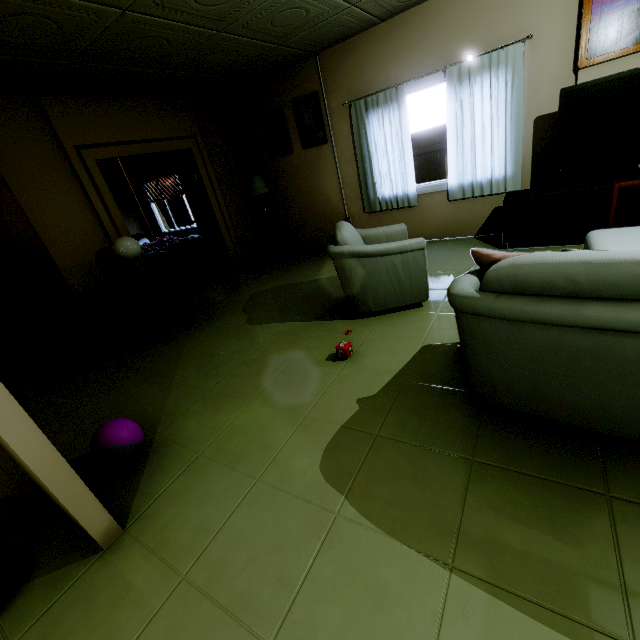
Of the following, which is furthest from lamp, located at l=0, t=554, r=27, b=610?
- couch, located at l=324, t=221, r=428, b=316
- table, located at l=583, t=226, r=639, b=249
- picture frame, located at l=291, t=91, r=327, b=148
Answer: picture frame, located at l=291, t=91, r=327, b=148

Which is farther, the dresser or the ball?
the dresser

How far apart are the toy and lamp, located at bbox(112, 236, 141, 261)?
2.9 meters

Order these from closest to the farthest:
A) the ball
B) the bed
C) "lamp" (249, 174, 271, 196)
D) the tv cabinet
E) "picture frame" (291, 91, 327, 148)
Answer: the ball < the tv cabinet < "picture frame" (291, 91, 327, 148) < "lamp" (249, 174, 271, 196) < the bed

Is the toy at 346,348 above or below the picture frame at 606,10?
below

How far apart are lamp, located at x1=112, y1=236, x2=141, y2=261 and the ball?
2.4 meters

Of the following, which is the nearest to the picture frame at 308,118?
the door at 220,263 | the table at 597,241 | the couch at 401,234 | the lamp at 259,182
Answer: the lamp at 259,182

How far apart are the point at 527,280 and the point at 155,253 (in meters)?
6.64
